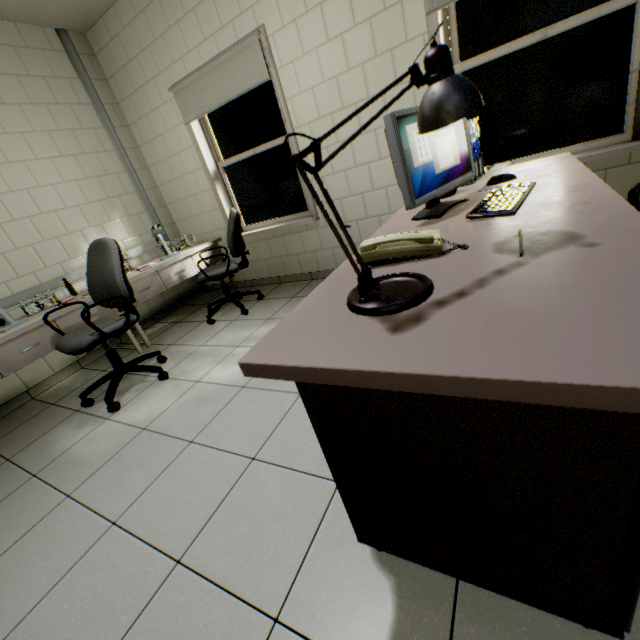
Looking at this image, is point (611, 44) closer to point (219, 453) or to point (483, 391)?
point (483, 391)

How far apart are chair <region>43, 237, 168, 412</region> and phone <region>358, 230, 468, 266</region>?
2.2 meters

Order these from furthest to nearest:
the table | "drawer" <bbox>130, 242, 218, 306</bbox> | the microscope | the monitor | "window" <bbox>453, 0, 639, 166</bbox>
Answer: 1. "drawer" <bbox>130, 242, 218, 306</bbox>
2. the microscope
3. "window" <bbox>453, 0, 639, 166</bbox>
4. the monitor
5. the table

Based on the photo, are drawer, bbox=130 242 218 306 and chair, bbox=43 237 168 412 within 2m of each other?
yes

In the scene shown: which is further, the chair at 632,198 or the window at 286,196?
the window at 286,196

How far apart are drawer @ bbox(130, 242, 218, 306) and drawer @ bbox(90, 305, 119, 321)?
0.20m

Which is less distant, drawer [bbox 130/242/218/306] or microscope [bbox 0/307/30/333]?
microscope [bbox 0/307/30/333]

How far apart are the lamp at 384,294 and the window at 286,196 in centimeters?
303cm
